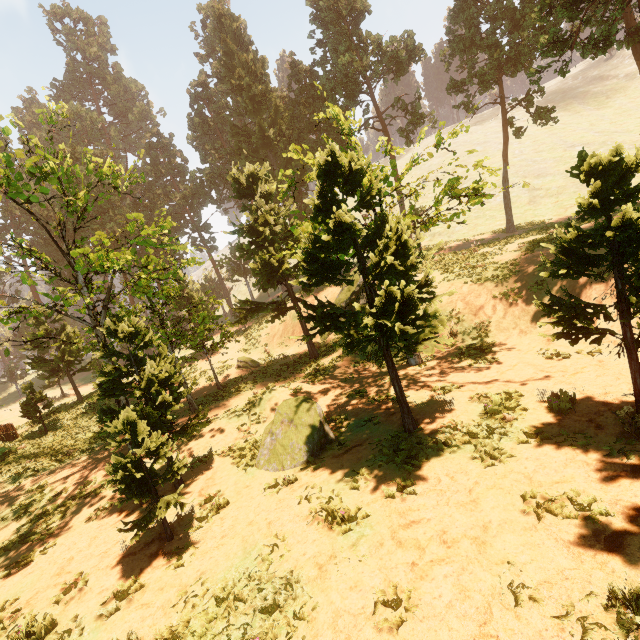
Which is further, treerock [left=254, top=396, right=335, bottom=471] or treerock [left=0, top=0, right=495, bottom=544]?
treerock [left=254, top=396, right=335, bottom=471]

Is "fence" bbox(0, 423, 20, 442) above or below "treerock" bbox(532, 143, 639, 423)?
below

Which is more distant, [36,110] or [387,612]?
[36,110]

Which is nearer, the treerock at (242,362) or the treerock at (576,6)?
the treerock at (576,6)

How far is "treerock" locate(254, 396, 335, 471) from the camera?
10.3 meters

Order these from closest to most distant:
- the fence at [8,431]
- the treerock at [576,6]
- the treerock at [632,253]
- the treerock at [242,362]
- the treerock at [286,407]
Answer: the treerock at [632,253], the treerock at [286,407], the treerock at [576,6], the fence at [8,431], the treerock at [242,362]
